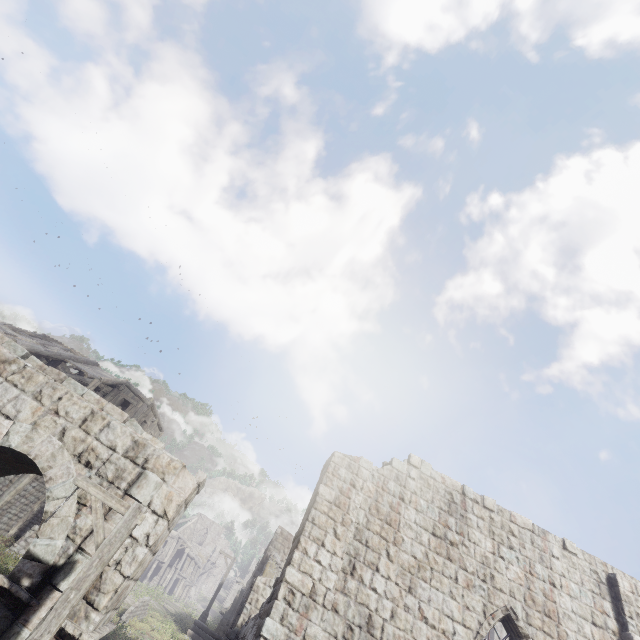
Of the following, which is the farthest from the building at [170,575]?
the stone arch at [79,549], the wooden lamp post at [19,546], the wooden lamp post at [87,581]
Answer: the wooden lamp post at [87,581]

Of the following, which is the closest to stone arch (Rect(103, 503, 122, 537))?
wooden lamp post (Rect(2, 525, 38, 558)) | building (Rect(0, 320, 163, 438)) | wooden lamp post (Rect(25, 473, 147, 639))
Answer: building (Rect(0, 320, 163, 438))

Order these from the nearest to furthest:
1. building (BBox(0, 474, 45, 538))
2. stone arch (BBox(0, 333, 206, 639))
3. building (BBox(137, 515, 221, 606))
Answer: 1. stone arch (BBox(0, 333, 206, 639))
2. building (BBox(0, 474, 45, 538))
3. building (BBox(137, 515, 221, 606))

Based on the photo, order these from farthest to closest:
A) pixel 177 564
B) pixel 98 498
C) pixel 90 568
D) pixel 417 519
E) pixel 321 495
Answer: pixel 177 564 → pixel 417 519 → pixel 321 495 → pixel 98 498 → pixel 90 568

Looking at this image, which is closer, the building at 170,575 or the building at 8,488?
the building at 8,488

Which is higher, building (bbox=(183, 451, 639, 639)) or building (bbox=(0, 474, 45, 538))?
building (bbox=(183, 451, 639, 639))

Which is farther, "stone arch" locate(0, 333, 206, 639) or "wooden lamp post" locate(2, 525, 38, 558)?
"wooden lamp post" locate(2, 525, 38, 558)

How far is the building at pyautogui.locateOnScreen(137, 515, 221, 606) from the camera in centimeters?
3730cm
